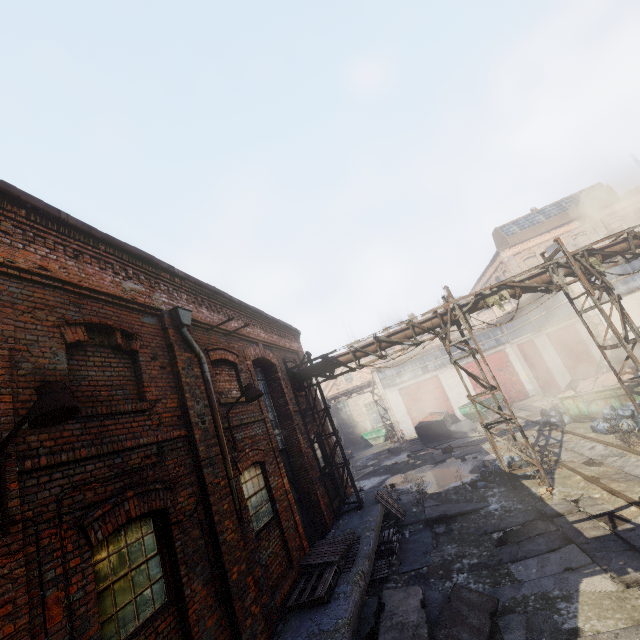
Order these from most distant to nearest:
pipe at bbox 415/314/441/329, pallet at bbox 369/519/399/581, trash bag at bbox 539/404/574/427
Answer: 1. trash bag at bbox 539/404/574/427
2. pipe at bbox 415/314/441/329
3. pallet at bbox 369/519/399/581

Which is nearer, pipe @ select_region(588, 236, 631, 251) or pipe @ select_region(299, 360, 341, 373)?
pipe @ select_region(588, 236, 631, 251)

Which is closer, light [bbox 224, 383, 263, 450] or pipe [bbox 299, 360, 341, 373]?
light [bbox 224, 383, 263, 450]

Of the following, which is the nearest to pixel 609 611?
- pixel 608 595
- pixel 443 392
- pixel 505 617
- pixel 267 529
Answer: pixel 608 595

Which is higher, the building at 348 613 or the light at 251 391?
the light at 251 391

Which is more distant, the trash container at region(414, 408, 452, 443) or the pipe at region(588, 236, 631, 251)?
the trash container at region(414, 408, 452, 443)

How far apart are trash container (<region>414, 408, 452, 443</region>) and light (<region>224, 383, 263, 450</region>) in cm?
1934

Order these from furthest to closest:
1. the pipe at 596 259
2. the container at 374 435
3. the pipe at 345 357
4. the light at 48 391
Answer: the container at 374 435
the pipe at 345 357
the pipe at 596 259
the light at 48 391
